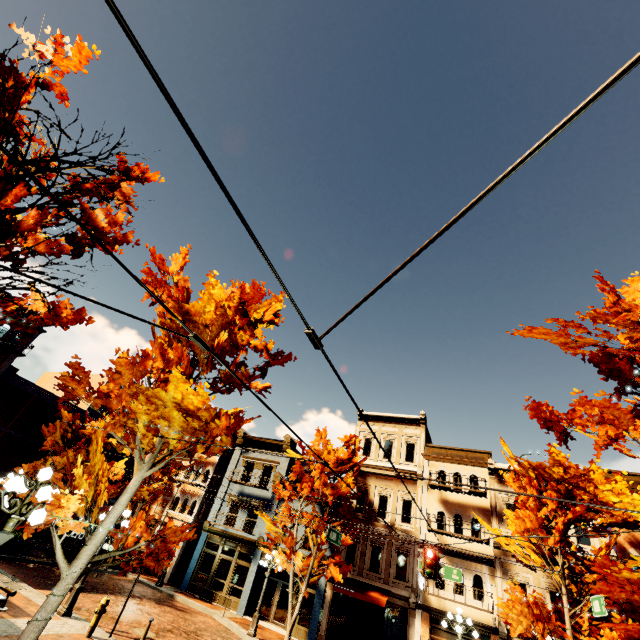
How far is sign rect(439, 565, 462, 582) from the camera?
12.98m

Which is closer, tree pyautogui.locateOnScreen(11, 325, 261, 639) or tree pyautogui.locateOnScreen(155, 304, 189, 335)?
tree pyautogui.locateOnScreen(11, 325, 261, 639)

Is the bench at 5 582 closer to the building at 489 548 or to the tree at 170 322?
the tree at 170 322

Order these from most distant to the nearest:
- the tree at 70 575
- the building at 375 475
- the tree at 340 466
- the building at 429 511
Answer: the building at 375 475
the tree at 340 466
the building at 429 511
the tree at 70 575

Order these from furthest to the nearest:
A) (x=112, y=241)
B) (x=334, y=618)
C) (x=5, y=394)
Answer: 1. (x=5, y=394)
2. (x=334, y=618)
3. (x=112, y=241)

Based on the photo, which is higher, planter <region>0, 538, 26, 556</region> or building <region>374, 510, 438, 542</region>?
building <region>374, 510, 438, 542</region>

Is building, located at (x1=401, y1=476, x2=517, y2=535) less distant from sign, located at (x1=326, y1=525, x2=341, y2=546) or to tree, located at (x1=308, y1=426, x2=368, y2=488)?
tree, located at (x1=308, y1=426, x2=368, y2=488)

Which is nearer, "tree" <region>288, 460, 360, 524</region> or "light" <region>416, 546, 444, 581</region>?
"light" <region>416, 546, 444, 581</region>
